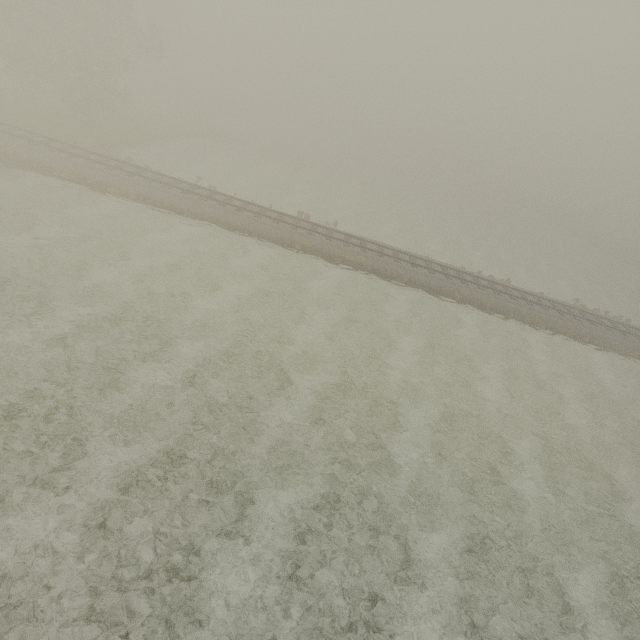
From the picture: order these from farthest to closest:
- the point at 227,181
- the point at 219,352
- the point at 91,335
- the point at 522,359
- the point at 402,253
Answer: the point at 227,181 < the point at 402,253 < the point at 522,359 < the point at 219,352 < the point at 91,335
